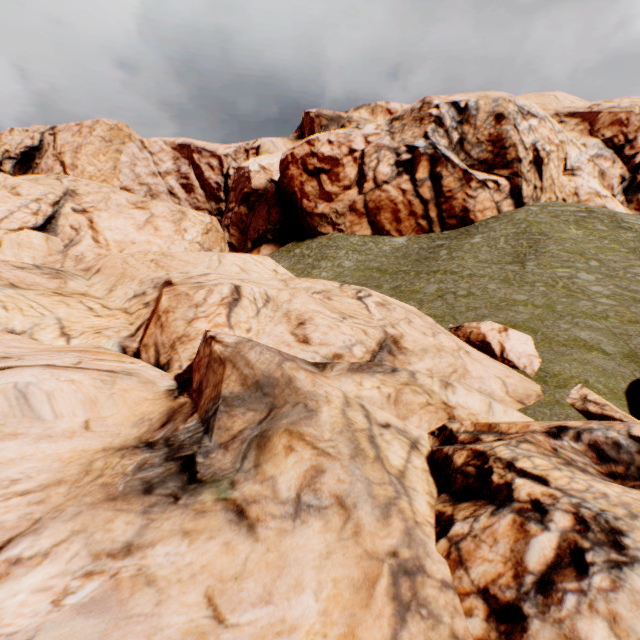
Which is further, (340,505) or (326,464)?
(326,464)
